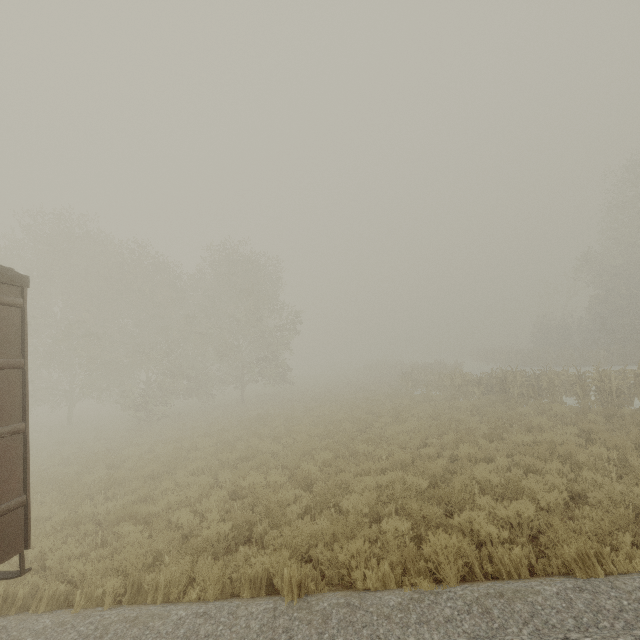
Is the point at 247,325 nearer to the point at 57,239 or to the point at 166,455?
the point at 166,455
